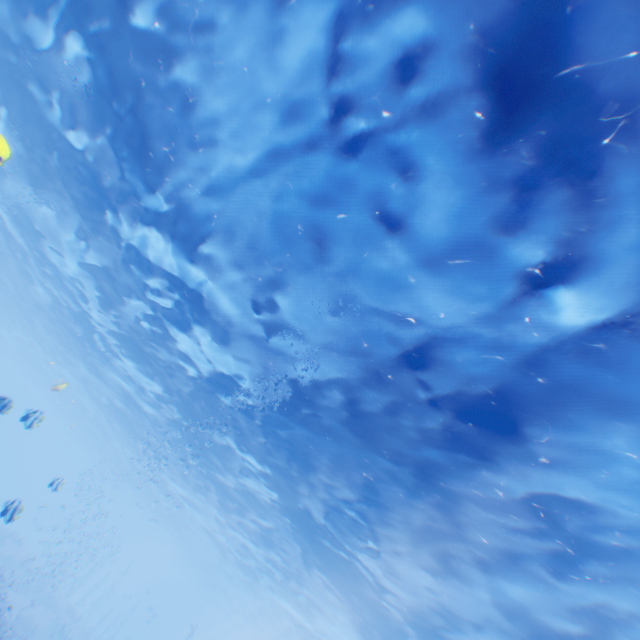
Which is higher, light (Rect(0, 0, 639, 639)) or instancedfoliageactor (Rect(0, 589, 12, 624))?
light (Rect(0, 0, 639, 639))

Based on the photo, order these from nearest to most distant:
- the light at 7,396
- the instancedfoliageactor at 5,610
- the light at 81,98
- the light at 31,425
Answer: the light at 81,98 → the light at 7,396 → the light at 31,425 → the instancedfoliageactor at 5,610

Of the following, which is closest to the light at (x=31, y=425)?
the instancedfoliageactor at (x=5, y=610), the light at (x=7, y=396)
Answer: the light at (x=7, y=396)

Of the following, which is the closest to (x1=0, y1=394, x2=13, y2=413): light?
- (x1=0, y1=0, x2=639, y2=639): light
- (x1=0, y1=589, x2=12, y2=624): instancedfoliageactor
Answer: (x1=0, y1=0, x2=639, y2=639): light

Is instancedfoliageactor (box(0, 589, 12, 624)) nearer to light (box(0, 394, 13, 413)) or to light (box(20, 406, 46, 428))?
light (box(20, 406, 46, 428))

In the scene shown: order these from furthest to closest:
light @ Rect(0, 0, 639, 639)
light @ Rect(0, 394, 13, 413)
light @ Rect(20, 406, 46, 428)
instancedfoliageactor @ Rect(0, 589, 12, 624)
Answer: instancedfoliageactor @ Rect(0, 589, 12, 624)
light @ Rect(20, 406, 46, 428)
light @ Rect(0, 394, 13, 413)
light @ Rect(0, 0, 639, 639)

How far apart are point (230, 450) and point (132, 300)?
10.0 meters
